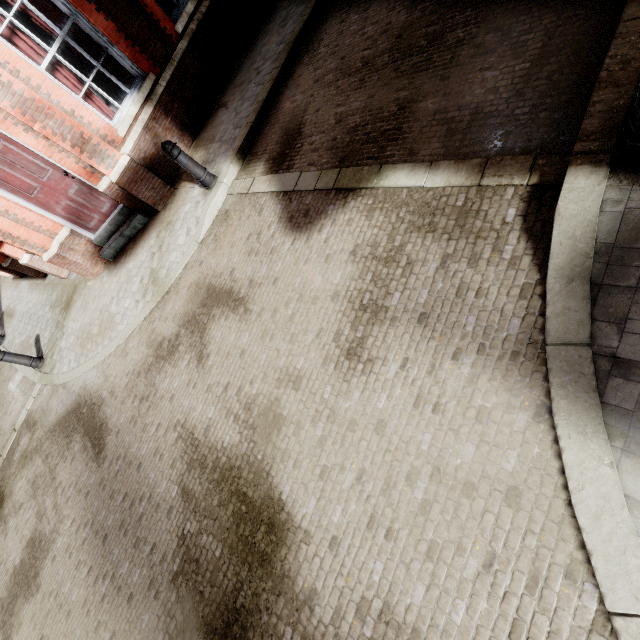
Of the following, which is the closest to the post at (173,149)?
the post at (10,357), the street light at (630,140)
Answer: the street light at (630,140)

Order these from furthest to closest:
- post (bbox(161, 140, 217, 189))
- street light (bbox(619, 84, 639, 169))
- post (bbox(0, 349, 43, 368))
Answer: post (bbox(0, 349, 43, 368)), post (bbox(161, 140, 217, 189)), street light (bbox(619, 84, 639, 169))

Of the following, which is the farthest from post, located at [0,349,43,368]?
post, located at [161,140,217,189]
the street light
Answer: the street light

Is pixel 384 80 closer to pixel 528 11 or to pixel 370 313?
pixel 528 11

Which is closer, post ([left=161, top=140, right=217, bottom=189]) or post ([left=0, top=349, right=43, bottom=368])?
post ([left=161, top=140, right=217, bottom=189])

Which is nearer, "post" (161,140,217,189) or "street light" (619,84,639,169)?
"street light" (619,84,639,169)

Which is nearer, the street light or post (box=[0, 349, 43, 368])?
the street light
